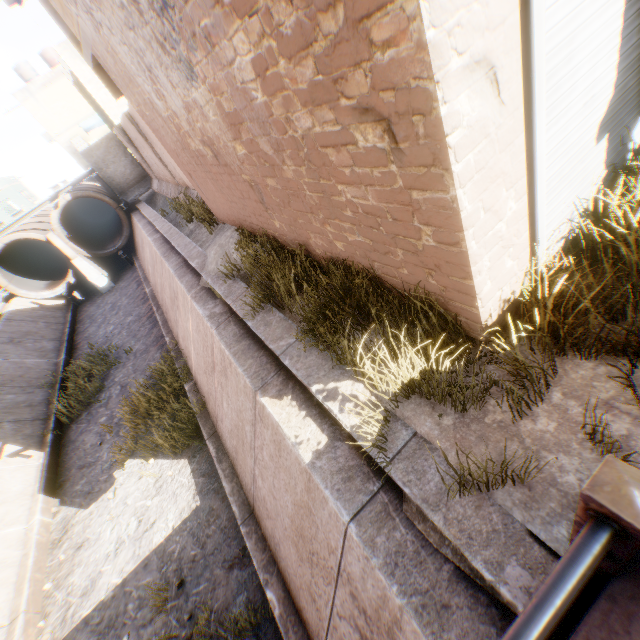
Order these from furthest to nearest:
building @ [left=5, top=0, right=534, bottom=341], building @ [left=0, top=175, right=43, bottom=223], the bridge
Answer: building @ [left=0, top=175, right=43, bottom=223], building @ [left=5, top=0, right=534, bottom=341], the bridge

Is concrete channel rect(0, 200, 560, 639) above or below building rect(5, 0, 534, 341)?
below

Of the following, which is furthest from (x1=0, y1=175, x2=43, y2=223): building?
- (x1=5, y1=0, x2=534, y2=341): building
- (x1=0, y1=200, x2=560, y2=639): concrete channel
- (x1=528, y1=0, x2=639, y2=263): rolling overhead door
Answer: (x1=528, y1=0, x2=639, y2=263): rolling overhead door

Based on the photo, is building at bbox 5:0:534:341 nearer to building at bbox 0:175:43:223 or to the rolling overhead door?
the rolling overhead door

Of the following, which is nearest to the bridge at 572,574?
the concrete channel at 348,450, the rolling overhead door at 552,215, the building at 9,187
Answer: the concrete channel at 348,450

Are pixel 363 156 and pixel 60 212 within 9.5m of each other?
no

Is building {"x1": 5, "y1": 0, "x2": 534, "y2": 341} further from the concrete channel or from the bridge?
the bridge

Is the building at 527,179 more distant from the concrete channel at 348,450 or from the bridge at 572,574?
the bridge at 572,574
